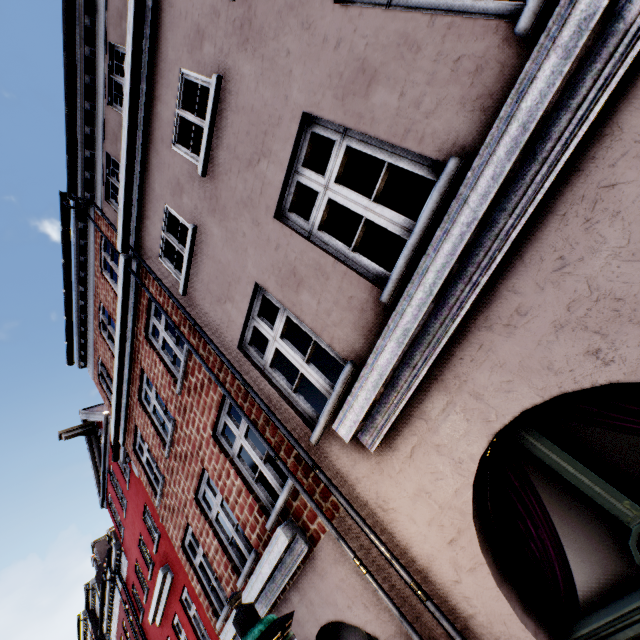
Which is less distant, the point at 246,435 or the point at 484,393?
the point at 484,393
